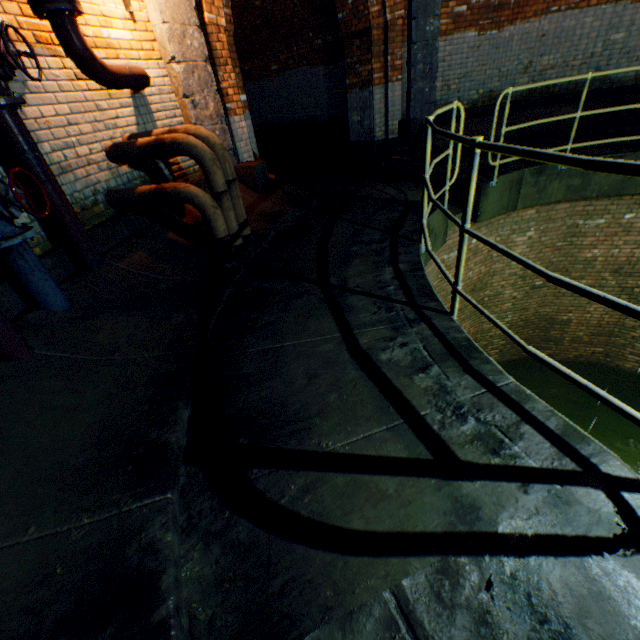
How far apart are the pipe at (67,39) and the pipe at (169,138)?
0.4 meters

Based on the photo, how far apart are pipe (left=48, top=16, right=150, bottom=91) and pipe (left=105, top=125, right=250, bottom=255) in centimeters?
39cm

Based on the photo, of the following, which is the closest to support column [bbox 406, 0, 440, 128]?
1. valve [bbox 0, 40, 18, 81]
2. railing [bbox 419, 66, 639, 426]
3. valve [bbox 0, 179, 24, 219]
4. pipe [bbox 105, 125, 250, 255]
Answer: railing [bbox 419, 66, 639, 426]

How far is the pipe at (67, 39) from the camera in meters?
2.8

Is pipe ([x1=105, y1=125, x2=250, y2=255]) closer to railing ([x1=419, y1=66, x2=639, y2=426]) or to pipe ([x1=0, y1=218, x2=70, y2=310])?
pipe ([x1=0, y1=218, x2=70, y2=310])

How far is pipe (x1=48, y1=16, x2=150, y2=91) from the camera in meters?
2.8

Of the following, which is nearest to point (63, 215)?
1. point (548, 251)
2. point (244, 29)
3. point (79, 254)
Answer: point (79, 254)

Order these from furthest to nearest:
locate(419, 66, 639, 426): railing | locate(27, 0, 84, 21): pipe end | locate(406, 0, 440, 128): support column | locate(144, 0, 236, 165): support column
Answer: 1. locate(406, 0, 440, 128): support column
2. locate(144, 0, 236, 165): support column
3. locate(27, 0, 84, 21): pipe end
4. locate(419, 66, 639, 426): railing
